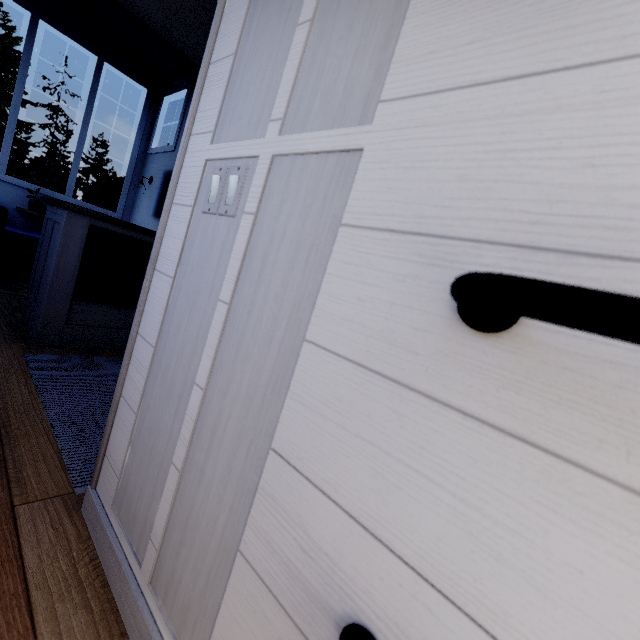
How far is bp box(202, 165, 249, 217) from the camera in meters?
0.8 m

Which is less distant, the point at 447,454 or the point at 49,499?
the point at 447,454

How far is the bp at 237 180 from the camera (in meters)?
0.81
